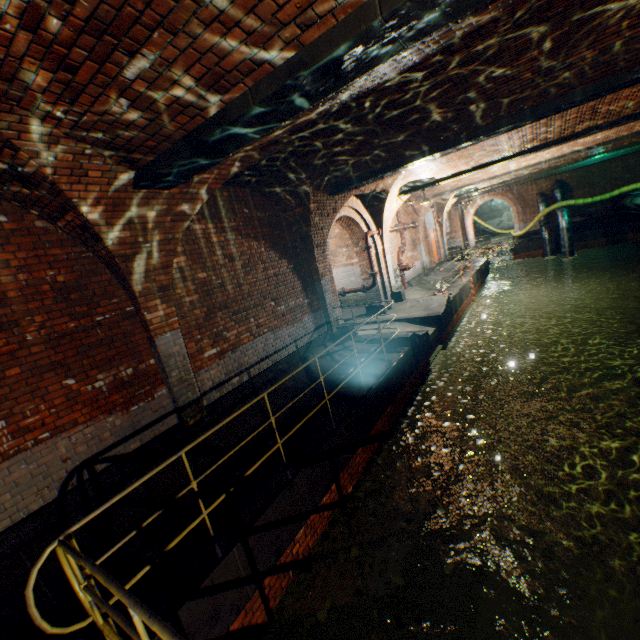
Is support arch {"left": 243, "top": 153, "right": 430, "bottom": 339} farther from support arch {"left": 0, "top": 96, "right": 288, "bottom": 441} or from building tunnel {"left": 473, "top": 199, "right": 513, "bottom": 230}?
building tunnel {"left": 473, "top": 199, "right": 513, "bottom": 230}

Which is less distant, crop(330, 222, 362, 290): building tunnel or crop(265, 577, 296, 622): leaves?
crop(265, 577, 296, 622): leaves

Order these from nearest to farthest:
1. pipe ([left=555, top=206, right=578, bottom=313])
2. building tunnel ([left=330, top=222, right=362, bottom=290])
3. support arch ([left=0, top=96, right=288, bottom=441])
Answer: support arch ([left=0, top=96, right=288, bottom=441]) → building tunnel ([left=330, top=222, right=362, bottom=290]) → pipe ([left=555, top=206, right=578, bottom=313])

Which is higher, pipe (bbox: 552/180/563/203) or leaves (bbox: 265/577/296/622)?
pipe (bbox: 552/180/563/203)

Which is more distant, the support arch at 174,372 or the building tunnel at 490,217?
the building tunnel at 490,217

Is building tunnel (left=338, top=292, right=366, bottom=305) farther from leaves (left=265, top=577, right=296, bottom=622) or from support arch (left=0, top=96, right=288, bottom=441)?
leaves (left=265, top=577, right=296, bottom=622)

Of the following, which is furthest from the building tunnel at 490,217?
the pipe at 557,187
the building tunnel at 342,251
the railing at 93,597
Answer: the railing at 93,597

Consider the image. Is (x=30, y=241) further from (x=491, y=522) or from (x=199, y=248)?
(x=491, y=522)
